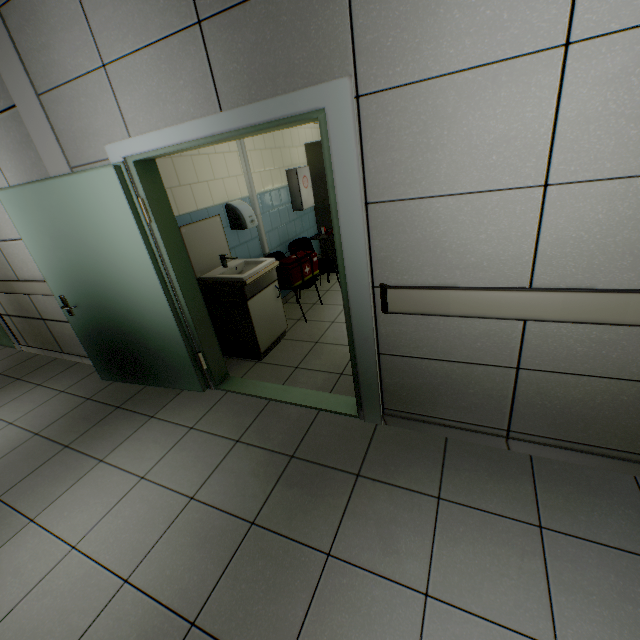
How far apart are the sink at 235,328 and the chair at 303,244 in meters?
1.0

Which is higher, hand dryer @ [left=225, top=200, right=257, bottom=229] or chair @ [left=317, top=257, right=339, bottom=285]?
hand dryer @ [left=225, top=200, right=257, bottom=229]

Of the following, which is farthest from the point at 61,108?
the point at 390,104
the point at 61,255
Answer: the point at 390,104

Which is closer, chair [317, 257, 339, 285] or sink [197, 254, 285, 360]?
sink [197, 254, 285, 360]

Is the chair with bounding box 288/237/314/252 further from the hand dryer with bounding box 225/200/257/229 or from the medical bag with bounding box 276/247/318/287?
the hand dryer with bounding box 225/200/257/229

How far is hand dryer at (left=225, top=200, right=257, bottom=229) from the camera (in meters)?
3.62

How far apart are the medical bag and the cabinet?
0.3 meters

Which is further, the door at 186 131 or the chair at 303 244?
the chair at 303 244
